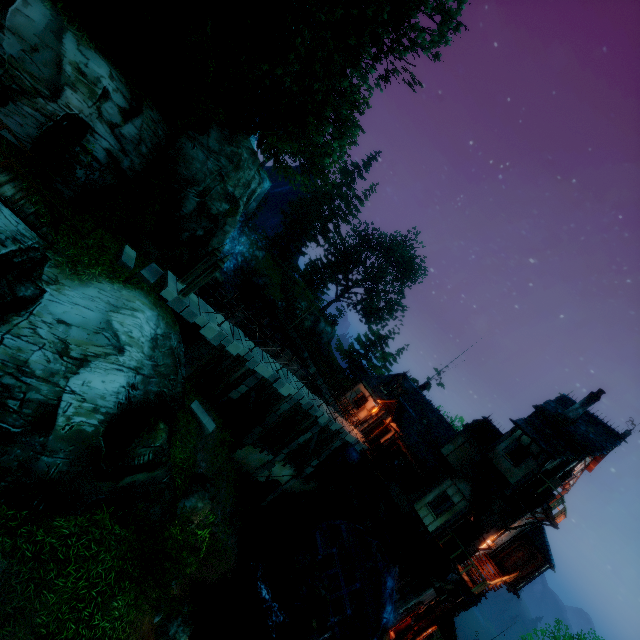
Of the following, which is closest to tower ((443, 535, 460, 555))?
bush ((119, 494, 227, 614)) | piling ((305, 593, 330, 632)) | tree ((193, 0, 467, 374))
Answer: piling ((305, 593, 330, 632))

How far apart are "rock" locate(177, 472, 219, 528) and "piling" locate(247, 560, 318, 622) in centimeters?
872cm

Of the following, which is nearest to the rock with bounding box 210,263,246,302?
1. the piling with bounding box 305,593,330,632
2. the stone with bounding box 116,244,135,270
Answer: the stone with bounding box 116,244,135,270

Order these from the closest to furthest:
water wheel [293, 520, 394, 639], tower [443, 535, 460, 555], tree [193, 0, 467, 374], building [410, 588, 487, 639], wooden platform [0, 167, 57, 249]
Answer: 1. wooden platform [0, 167, 57, 249]
2. tree [193, 0, 467, 374]
3. water wheel [293, 520, 394, 639]
4. tower [443, 535, 460, 555]
5. building [410, 588, 487, 639]

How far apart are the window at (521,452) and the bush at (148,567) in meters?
18.2

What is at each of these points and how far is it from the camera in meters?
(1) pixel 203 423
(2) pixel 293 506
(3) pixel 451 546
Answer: (1) stone, 15.5 m
(2) stone arch, 25.2 m
(3) tower, 19.7 m

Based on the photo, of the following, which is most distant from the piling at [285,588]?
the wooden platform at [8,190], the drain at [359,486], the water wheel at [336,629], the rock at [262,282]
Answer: the rock at [262,282]

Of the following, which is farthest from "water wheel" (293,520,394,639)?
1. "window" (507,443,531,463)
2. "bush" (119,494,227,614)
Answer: "bush" (119,494,227,614)
